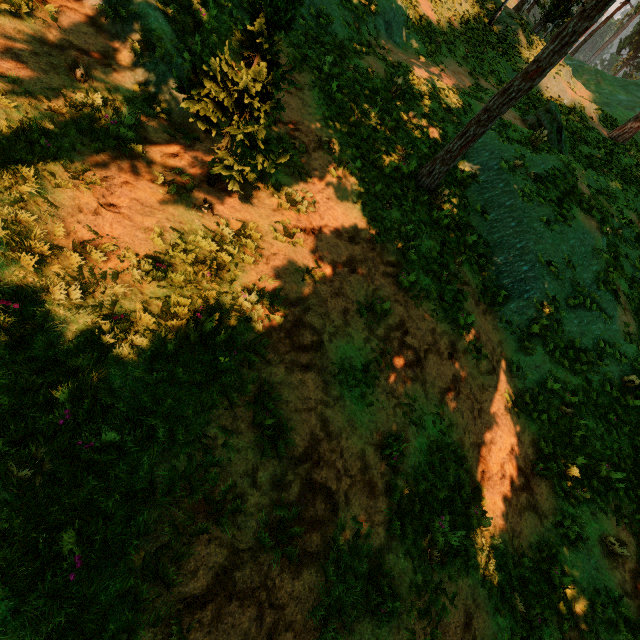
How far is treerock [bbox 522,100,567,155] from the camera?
17.14m

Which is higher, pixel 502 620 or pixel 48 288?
pixel 48 288

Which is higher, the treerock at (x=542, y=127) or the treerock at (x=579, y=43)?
the treerock at (x=579, y=43)

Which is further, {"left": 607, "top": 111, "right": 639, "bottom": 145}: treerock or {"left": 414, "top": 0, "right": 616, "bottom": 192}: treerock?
{"left": 607, "top": 111, "right": 639, "bottom": 145}: treerock

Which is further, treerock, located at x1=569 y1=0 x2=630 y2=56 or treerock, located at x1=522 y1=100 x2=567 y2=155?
treerock, located at x1=569 y1=0 x2=630 y2=56

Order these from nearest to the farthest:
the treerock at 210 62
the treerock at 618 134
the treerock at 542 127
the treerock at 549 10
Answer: the treerock at 210 62 → the treerock at 549 10 → the treerock at 542 127 → the treerock at 618 134
